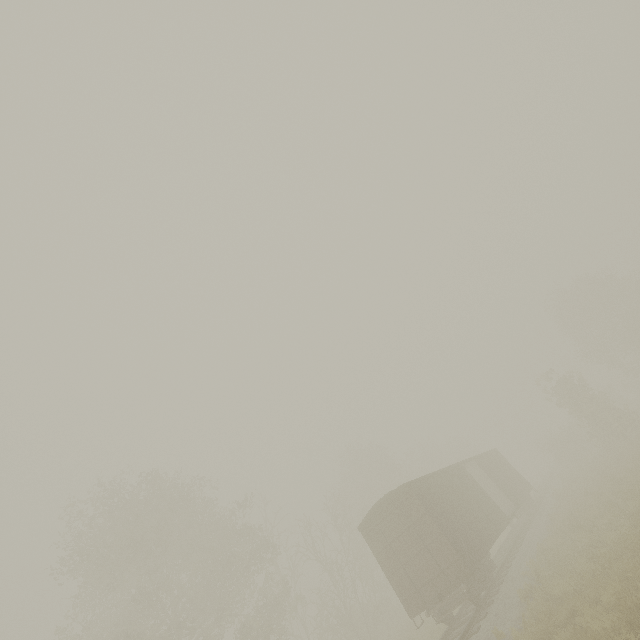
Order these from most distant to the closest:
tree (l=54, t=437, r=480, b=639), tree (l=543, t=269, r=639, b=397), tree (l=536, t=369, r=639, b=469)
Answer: tree (l=543, t=269, r=639, b=397) → tree (l=536, t=369, r=639, b=469) → tree (l=54, t=437, r=480, b=639)

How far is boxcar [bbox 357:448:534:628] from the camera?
12.5 meters

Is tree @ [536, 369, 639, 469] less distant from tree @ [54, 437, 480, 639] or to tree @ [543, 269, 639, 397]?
tree @ [54, 437, 480, 639]

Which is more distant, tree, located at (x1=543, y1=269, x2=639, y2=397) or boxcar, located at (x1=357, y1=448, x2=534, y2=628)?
tree, located at (x1=543, y1=269, x2=639, y2=397)

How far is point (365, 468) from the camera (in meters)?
40.41

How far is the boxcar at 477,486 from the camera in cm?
1247

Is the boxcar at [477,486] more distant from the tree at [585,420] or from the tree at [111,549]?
the tree at [111,549]
